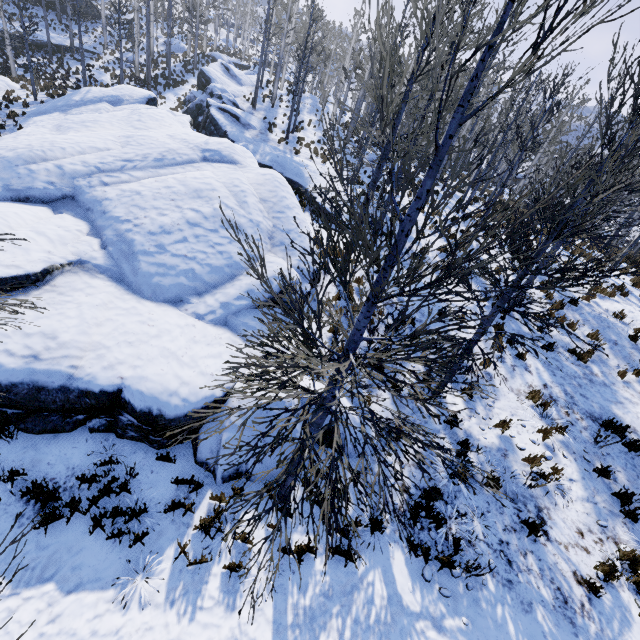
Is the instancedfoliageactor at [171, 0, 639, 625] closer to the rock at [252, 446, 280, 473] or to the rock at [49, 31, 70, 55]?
the rock at [252, 446, 280, 473]

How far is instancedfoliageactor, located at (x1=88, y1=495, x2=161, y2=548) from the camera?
4.9m

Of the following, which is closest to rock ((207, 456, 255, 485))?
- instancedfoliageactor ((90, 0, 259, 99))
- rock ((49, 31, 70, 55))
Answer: instancedfoliageactor ((90, 0, 259, 99))

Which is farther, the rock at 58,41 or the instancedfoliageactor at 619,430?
the rock at 58,41

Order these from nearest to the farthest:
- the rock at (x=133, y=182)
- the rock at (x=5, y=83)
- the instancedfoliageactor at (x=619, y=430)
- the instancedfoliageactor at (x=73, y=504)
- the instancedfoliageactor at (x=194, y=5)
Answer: the instancedfoliageactor at (x=73, y=504), the rock at (x=133, y=182), the instancedfoliageactor at (x=619, y=430), the rock at (x=5, y=83), the instancedfoliageactor at (x=194, y=5)

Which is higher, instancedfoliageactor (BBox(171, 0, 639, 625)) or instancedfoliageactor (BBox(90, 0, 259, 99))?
instancedfoliageactor (BBox(90, 0, 259, 99))

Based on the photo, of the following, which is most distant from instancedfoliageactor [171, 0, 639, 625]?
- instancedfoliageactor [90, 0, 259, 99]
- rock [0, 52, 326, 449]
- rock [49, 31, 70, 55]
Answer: instancedfoliageactor [90, 0, 259, 99]

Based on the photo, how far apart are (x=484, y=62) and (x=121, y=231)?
8.9m
